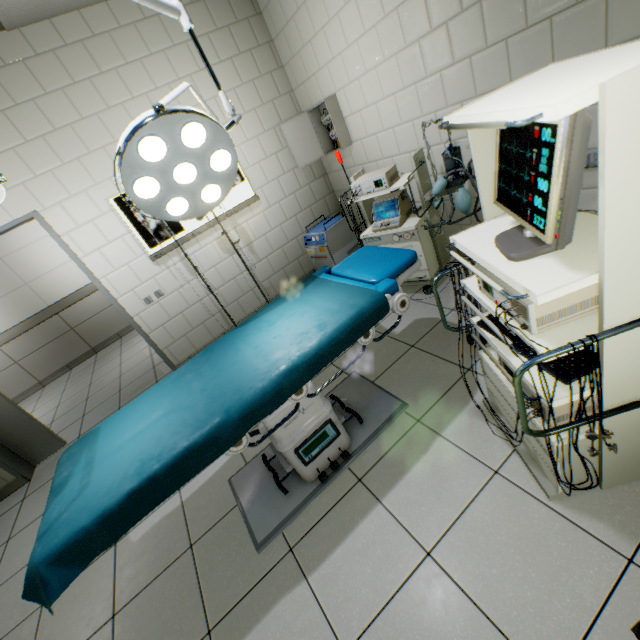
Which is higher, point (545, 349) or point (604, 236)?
point (604, 236)

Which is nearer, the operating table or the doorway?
the operating table

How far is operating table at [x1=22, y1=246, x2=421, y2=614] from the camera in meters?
1.2

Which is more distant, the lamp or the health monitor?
the lamp

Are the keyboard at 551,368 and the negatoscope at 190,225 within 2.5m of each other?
no

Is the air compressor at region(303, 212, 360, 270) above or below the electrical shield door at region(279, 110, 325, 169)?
below

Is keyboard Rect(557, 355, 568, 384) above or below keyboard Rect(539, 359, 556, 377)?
above

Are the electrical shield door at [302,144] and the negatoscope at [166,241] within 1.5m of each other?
yes
